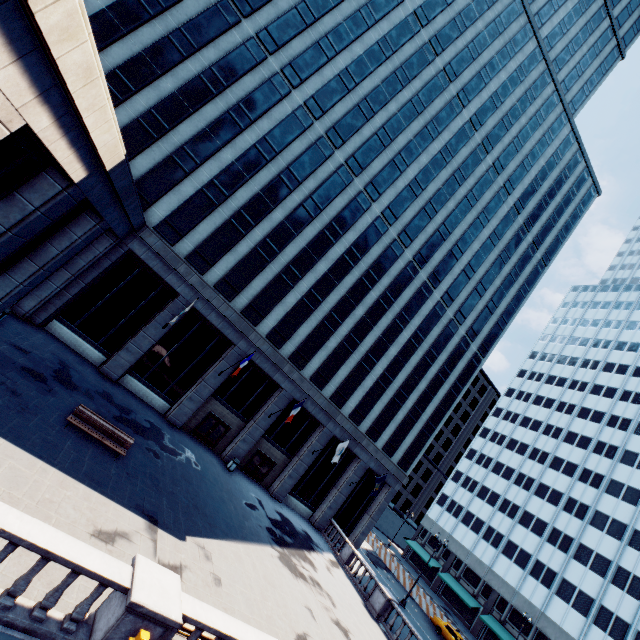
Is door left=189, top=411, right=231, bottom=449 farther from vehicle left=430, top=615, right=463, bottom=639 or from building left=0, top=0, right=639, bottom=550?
vehicle left=430, top=615, right=463, bottom=639

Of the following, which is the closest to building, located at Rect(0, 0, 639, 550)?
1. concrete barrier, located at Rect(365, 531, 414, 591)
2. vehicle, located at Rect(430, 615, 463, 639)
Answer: vehicle, located at Rect(430, 615, 463, 639)

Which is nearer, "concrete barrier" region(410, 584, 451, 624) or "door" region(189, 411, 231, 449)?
"door" region(189, 411, 231, 449)

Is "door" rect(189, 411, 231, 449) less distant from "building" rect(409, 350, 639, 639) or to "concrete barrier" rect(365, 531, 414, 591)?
"concrete barrier" rect(365, 531, 414, 591)

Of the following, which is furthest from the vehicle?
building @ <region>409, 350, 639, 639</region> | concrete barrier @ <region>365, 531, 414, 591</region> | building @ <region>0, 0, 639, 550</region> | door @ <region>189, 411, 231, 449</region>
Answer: door @ <region>189, 411, 231, 449</region>

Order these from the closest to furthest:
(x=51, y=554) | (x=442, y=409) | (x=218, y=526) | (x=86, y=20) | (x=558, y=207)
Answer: (x=86, y=20)
(x=51, y=554)
(x=218, y=526)
(x=442, y=409)
(x=558, y=207)

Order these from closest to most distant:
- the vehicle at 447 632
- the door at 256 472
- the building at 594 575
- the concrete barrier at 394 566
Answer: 1. the door at 256 472
2. the vehicle at 447 632
3. the concrete barrier at 394 566
4. the building at 594 575

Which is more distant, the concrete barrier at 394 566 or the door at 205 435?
the concrete barrier at 394 566
